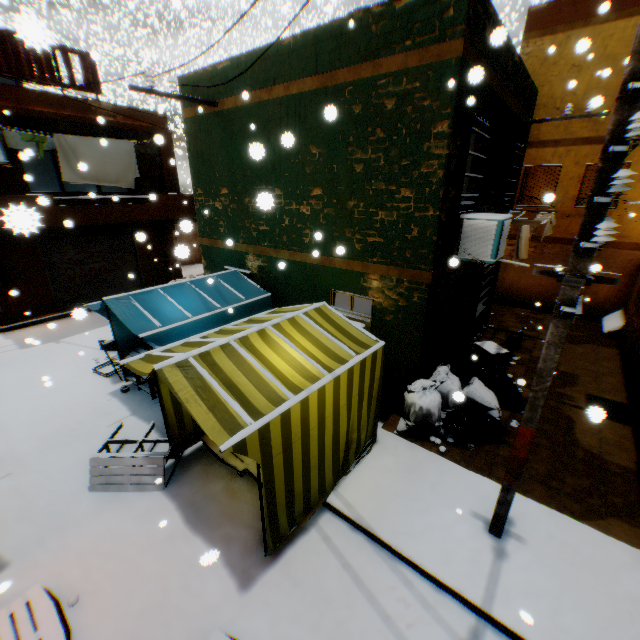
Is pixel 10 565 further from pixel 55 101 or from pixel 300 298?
pixel 55 101

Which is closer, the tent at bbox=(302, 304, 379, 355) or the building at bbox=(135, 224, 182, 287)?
the tent at bbox=(302, 304, 379, 355)

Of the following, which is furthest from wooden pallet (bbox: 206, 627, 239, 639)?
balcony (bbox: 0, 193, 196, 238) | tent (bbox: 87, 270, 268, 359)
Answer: balcony (bbox: 0, 193, 196, 238)

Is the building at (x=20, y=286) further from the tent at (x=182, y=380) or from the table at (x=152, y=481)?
the table at (x=152, y=481)

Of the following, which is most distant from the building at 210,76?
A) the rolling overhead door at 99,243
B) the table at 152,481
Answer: the table at 152,481

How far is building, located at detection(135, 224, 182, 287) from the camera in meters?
14.3

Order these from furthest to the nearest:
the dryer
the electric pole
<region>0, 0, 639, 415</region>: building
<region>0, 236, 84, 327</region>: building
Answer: <region>0, 236, 84, 327</region>: building < the dryer < <region>0, 0, 639, 415</region>: building < the electric pole
